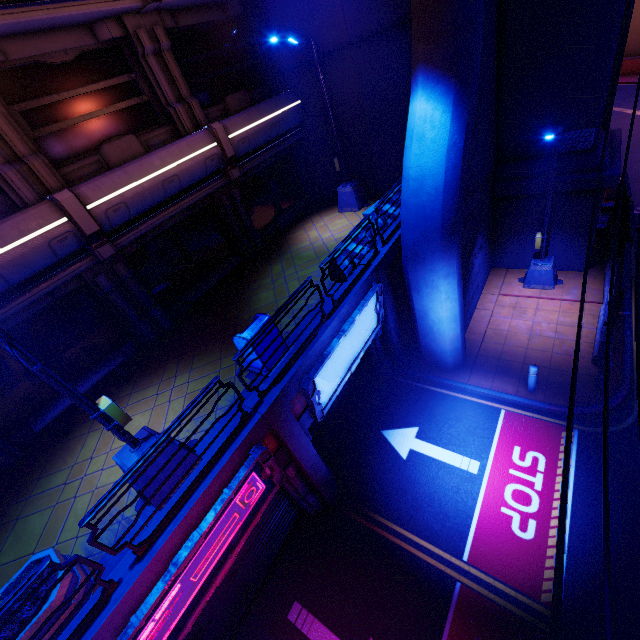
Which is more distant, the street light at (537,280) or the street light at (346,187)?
the street light at (346,187)

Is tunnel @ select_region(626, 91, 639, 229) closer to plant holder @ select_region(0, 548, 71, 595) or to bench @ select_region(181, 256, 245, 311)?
bench @ select_region(181, 256, 245, 311)

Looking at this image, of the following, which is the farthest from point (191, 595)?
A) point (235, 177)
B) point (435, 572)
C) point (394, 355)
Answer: point (235, 177)

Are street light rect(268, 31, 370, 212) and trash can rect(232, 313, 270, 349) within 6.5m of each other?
no

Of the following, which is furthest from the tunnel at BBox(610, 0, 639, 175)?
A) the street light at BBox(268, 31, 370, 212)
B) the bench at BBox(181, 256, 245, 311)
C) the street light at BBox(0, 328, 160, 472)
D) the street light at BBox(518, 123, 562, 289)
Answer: the street light at BBox(0, 328, 160, 472)

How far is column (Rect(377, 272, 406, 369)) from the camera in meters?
10.0 m

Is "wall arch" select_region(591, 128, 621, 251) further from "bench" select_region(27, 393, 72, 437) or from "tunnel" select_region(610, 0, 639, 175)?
"bench" select_region(27, 393, 72, 437)

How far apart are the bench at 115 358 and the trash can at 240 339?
3.5 meters
